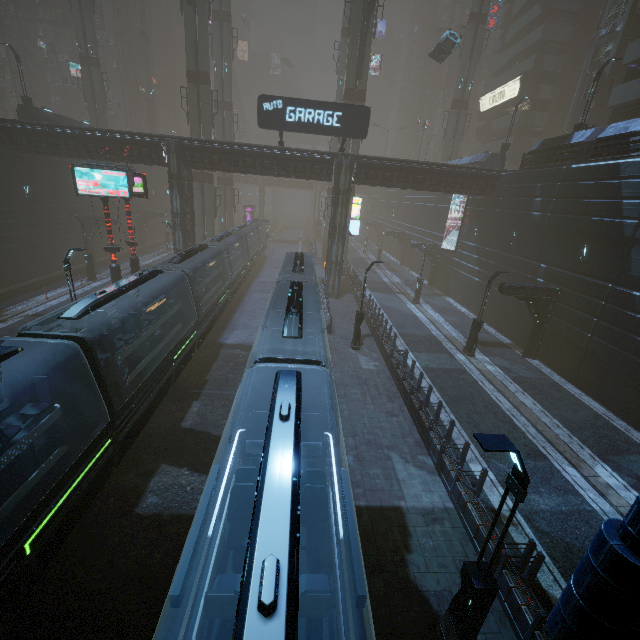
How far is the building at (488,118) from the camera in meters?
30.7 m

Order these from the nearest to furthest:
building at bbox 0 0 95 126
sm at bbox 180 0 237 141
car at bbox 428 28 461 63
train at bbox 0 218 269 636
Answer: train at bbox 0 218 269 636 < car at bbox 428 28 461 63 < sm at bbox 180 0 237 141 < building at bbox 0 0 95 126

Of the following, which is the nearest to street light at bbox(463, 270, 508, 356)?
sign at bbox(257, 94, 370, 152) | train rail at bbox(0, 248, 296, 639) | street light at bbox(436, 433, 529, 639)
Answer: train rail at bbox(0, 248, 296, 639)

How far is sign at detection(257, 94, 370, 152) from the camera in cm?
2194

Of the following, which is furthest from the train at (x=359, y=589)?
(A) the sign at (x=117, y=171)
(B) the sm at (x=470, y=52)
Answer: (B) the sm at (x=470, y=52)

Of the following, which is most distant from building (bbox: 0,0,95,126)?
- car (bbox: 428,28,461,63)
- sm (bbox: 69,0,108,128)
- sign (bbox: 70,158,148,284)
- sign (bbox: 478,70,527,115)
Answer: car (bbox: 428,28,461,63)

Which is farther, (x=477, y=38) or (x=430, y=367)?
(x=477, y=38)

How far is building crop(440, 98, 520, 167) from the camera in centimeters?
3066cm
